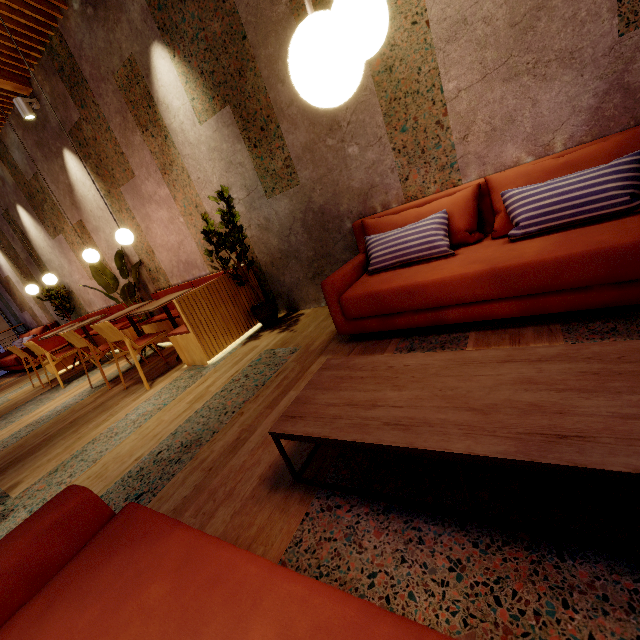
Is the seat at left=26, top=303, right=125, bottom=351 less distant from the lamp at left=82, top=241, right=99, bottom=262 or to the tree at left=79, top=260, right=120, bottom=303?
the tree at left=79, top=260, right=120, bottom=303

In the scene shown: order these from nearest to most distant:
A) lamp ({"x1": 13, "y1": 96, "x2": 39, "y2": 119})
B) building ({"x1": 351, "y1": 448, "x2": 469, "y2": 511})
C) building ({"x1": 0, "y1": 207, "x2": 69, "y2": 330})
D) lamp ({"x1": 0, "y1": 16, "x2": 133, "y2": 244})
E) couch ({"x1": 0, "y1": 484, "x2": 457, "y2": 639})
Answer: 1. couch ({"x1": 0, "y1": 484, "x2": 457, "y2": 639})
2. building ({"x1": 351, "y1": 448, "x2": 469, "y2": 511})
3. lamp ({"x1": 0, "y1": 16, "x2": 133, "y2": 244})
4. lamp ({"x1": 13, "y1": 96, "x2": 39, "y2": 119})
5. building ({"x1": 0, "y1": 207, "x2": 69, "y2": 330})

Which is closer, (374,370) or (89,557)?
(89,557)

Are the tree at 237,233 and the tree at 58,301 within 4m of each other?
no

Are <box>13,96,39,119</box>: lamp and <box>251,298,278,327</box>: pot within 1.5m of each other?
no

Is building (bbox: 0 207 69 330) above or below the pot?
above

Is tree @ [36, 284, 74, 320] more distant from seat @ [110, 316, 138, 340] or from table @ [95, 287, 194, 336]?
table @ [95, 287, 194, 336]

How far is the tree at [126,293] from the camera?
5.2 meters
